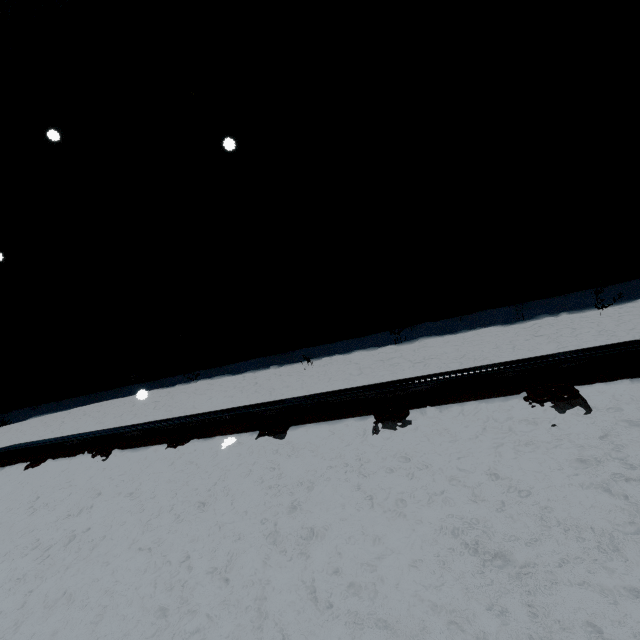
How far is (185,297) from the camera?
5.2 meters
